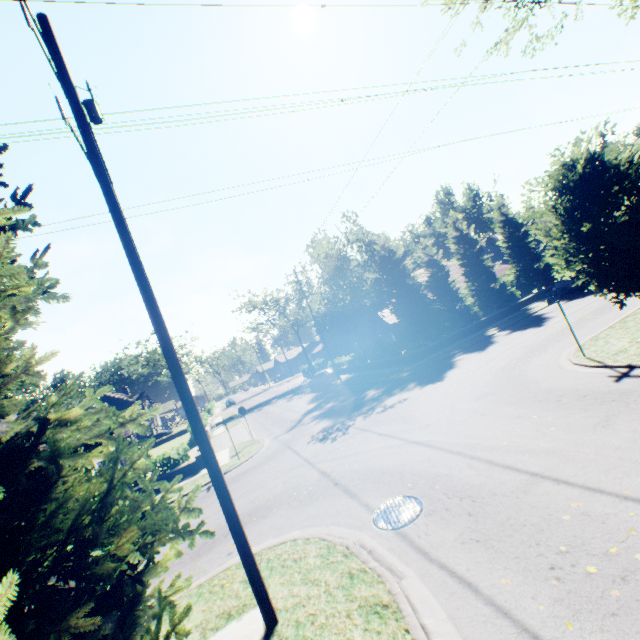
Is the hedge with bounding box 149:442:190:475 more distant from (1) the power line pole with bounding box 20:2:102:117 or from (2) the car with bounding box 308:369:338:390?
(1) the power line pole with bounding box 20:2:102:117

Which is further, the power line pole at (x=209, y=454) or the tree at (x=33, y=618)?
the power line pole at (x=209, y=454)

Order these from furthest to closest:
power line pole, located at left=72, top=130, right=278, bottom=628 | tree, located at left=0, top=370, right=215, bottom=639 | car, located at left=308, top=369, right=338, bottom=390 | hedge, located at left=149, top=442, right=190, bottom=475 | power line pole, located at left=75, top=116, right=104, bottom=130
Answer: car, located at left=308, top=369, right=338, bottom=390, hedge, located at left=149, top=442, right=190, bottom=475, power line pole, located at left=75, top=116, right=104, bottom=130, power line pole, located at left=72, top=130, right=278, bottom=628, tree, located at left=0, top=370, right=215, bottom=639

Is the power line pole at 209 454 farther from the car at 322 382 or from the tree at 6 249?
the car at 322 382

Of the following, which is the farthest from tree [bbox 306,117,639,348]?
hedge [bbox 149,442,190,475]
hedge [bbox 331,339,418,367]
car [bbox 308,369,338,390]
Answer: hedge [bbox 149,442,190,475]

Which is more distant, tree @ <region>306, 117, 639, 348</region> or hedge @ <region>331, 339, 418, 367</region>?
hedge @ <region>331, 339, 418, 367</region>

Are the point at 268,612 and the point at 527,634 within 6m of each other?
yes
